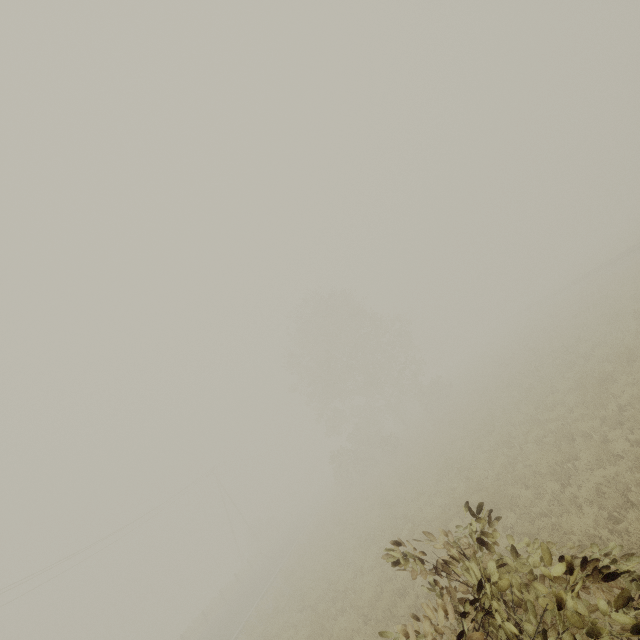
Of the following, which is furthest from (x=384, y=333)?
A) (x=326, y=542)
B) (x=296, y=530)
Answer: (x=296, y=530)
